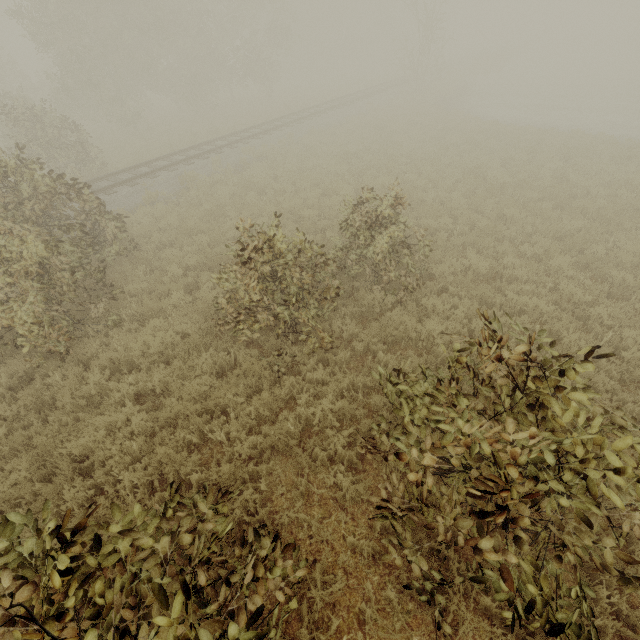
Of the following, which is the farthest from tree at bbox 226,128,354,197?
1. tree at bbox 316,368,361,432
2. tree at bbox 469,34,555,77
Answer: tree at bbox 469,34,555,77

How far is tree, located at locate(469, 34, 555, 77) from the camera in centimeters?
3509cm

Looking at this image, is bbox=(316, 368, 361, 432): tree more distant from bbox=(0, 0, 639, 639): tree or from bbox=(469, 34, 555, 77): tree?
bbox=(469, 34, 555, 77): tree

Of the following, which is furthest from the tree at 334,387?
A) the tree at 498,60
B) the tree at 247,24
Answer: the tree at 498,60

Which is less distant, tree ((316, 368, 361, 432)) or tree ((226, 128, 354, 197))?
tree ((316, 368, 361, 432))

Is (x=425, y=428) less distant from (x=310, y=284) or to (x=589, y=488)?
(x=589, y=488)

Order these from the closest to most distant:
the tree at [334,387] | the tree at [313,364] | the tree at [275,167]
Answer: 1. the tree at [334,387]
2. the tree at [313,364]
3. the tree at [275,167]
